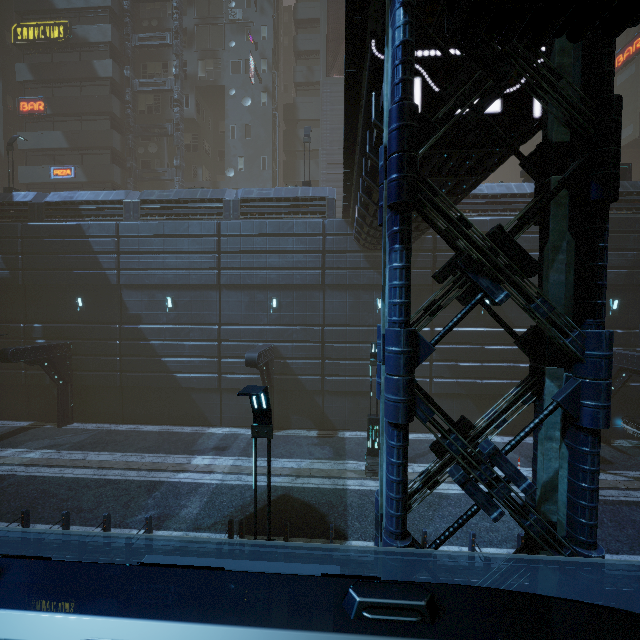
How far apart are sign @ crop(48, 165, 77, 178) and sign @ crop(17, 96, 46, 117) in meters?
4.4

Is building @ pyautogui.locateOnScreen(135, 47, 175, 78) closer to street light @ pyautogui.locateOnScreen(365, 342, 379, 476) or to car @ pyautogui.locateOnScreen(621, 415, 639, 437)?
car @ pyautogui.locateOnScreen(621, 415, 639, 437)

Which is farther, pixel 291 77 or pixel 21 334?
pixel 291 77

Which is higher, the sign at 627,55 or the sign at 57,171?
→ the sign at 627,55

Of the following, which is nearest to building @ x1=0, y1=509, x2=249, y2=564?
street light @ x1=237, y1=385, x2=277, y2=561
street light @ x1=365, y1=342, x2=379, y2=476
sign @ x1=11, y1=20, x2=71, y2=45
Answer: sign @ x1=11, y1=20, x2=71, y2=45

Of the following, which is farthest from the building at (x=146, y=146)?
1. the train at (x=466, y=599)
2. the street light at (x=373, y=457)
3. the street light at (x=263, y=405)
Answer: the street light at (x=373, y=457)

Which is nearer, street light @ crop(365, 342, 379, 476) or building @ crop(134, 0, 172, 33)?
street light @ crop(365, 342, 379, 476)

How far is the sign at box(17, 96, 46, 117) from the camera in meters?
28.5 m
